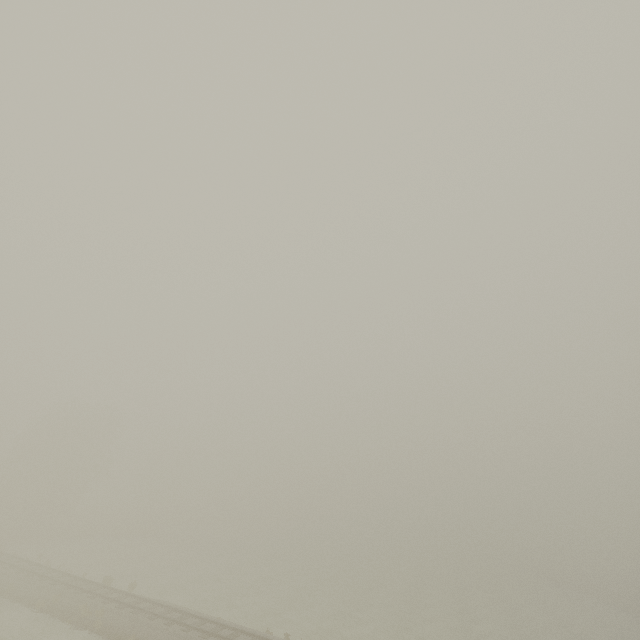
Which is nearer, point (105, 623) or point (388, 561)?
point (105, 623)
